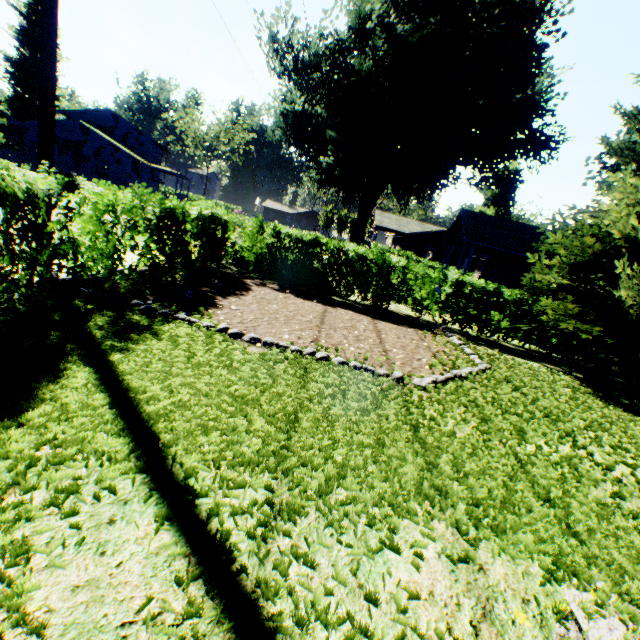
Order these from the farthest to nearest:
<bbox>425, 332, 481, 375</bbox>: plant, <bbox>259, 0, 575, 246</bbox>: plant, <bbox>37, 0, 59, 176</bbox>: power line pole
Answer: <bbox>259, 0, 575, 246</bbox>: plant → <bbox>425, 332, 481, 375</bbox>: plant → <bbox>37, 0, 59, 176</bbox>: power line pole

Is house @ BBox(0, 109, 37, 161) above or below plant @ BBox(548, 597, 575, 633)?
above

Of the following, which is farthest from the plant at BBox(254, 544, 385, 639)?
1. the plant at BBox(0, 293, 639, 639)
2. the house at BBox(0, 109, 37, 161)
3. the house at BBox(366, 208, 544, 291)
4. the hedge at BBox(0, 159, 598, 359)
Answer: the plant at BBox(0, 293, 639, 639)

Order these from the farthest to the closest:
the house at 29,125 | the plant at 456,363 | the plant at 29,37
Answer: the plant at 29,37, the house at 29,125, the plant at 456,363

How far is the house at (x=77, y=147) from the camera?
36.7m

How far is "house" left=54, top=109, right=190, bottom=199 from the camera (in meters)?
36.69

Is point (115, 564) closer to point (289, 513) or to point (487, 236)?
point (289, 513)

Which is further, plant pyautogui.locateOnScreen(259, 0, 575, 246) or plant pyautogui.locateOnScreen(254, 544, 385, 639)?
plant pyautogui.locateOnScreen(259, 0, 575, 246)
